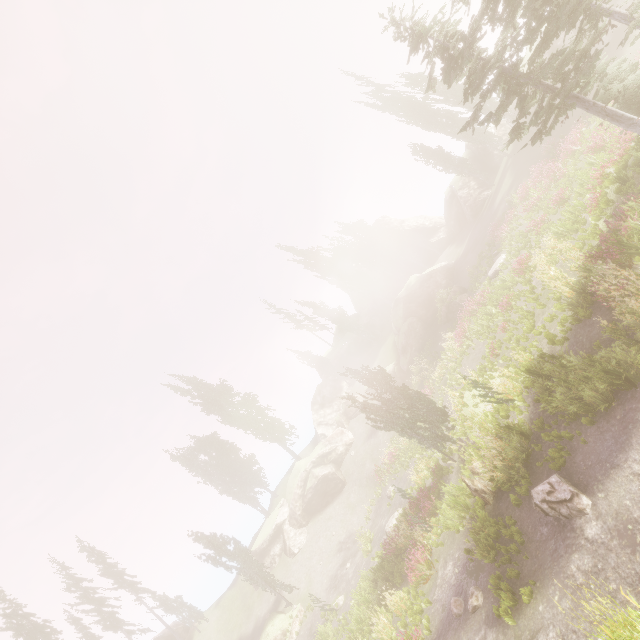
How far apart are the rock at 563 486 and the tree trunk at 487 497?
2.6m

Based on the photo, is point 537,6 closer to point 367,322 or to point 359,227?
point 359,227

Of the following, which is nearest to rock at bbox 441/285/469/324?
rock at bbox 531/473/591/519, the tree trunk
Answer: the tree trunk

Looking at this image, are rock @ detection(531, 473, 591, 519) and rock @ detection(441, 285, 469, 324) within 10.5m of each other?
no

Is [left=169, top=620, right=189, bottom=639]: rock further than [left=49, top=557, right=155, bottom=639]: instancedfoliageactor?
Yes

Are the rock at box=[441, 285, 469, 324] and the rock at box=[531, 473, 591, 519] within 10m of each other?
no

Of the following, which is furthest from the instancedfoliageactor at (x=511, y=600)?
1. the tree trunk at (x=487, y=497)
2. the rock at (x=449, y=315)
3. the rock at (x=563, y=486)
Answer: the rock at (x=449, y=315)

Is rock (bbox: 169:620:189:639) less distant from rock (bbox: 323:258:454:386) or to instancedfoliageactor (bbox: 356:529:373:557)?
instancedfoliageactor (bbox: 356:529:373:557)
